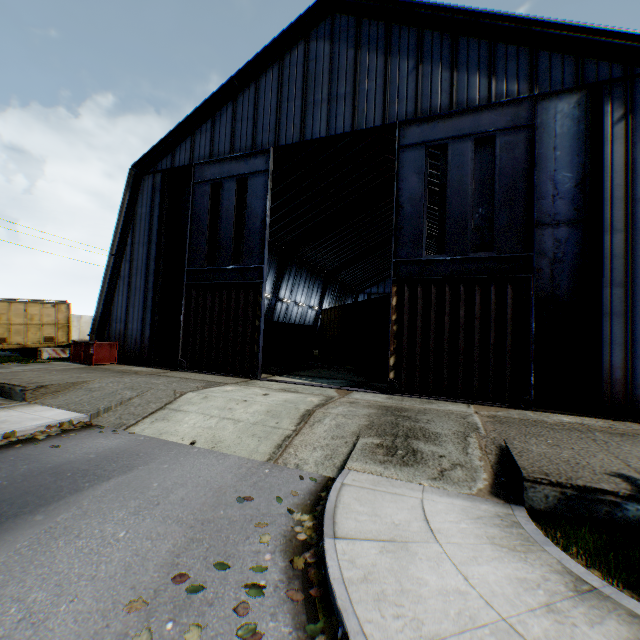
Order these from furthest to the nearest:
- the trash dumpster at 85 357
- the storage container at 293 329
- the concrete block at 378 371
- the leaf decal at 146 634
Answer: the storage container at 293 329 < the concrete block at 378 371 < the trash dumpster at 85 357 < the leaf decal at 146 634

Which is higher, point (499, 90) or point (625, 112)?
point (499, 90)

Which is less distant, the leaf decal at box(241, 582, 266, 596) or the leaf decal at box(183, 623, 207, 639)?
the leaf decal at box(183, 623, 207, 639)

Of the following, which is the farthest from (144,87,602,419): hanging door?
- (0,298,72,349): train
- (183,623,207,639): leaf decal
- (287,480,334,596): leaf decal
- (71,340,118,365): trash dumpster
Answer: (0,298,72,349): train

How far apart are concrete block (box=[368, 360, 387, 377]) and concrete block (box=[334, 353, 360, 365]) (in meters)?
4.93

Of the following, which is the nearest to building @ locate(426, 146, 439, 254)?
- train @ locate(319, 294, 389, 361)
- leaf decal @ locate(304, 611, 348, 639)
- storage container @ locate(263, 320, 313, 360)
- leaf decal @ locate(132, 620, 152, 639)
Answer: storage container @ locate(263, 320, 313, 360)

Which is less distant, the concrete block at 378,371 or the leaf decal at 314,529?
the leaf decal at 314,529

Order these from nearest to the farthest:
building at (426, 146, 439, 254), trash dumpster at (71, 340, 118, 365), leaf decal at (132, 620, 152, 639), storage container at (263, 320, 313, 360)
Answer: leaf decal at (132, 620, 152, 639)
trash dumpster at (71, 340, 118, 365)
building at (426, 146, 439, 254)
storage container at (263, 320, 313, 360)
